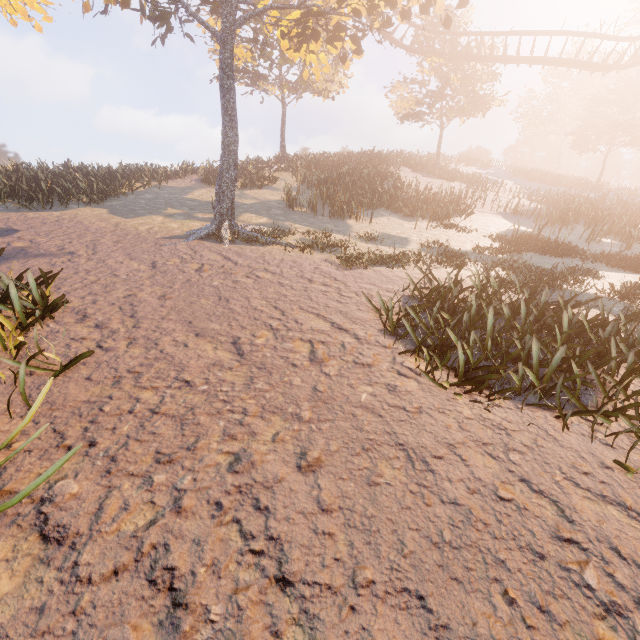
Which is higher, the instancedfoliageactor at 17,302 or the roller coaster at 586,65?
the roller coaster at 586,65

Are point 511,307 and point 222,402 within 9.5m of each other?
yes

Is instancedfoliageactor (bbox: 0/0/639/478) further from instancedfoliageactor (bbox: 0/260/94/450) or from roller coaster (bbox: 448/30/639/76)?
instancedfoliageactor (bbox: 0/260/94/450)

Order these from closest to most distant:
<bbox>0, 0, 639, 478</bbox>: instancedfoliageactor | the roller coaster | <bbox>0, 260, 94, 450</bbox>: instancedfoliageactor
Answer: <bbox>0, 260, 94, 450</bbox>: instancedfoliageactor < <bbox>0, 0, 639, 478</bbox>: instancedfoliageactor < the roller coaster

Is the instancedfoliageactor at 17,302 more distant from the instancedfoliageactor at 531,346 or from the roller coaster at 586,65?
the roller coaster at 586,65

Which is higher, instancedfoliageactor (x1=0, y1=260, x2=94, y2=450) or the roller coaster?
the roller coaster

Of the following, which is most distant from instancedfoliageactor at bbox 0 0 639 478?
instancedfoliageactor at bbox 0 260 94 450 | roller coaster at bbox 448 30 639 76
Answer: instancedfoliageactor at bbox 0 260 94 450
